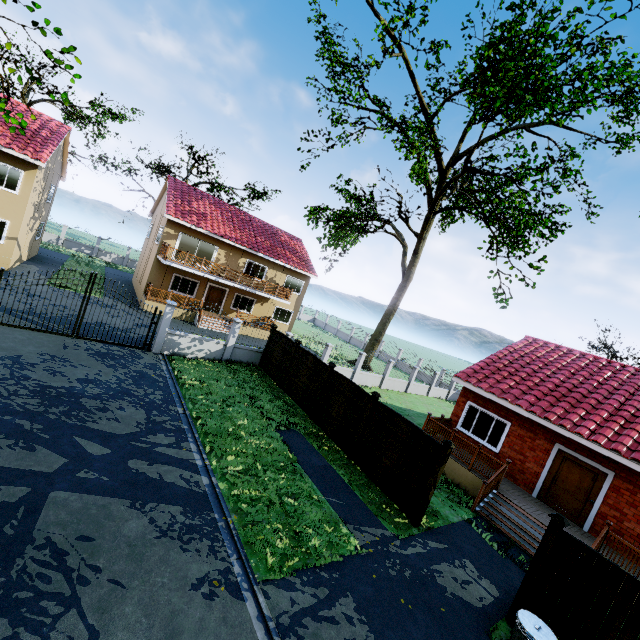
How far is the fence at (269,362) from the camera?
16.3m

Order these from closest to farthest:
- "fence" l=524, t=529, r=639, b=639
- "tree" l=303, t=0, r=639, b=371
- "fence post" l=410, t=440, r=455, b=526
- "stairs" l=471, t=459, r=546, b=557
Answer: "fence" l=524, t=529, r=639, b=639 → "fence post" l=410, t=440, r=455, b=526 → "stairs" l=471, t=459, r=546, b=557 → "tree" l=303, t=0, r=639, b=371

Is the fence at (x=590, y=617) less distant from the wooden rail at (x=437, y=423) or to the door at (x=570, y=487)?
the wooden rail at (x=437, y=423)

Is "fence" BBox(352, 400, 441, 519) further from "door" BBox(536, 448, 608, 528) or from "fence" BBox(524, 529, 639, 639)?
"door" BBox(536, 448, 608, 528)

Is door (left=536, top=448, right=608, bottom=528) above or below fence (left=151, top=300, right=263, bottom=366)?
above

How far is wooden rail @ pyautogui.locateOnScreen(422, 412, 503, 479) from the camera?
12.00m

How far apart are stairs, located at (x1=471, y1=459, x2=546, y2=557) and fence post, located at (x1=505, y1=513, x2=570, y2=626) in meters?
3.1

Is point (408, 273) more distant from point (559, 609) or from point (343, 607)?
point (343, 607)
